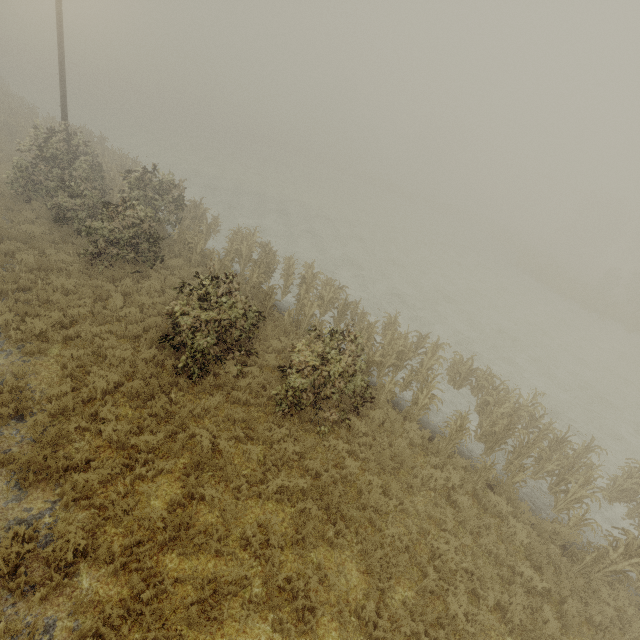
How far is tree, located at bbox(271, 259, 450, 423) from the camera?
8.6m

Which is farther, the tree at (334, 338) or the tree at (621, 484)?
the tree at (334, 338)

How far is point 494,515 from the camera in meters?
8.7

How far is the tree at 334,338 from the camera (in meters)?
8.63

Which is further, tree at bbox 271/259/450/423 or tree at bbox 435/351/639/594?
tree at bbox 271/259/450/423
